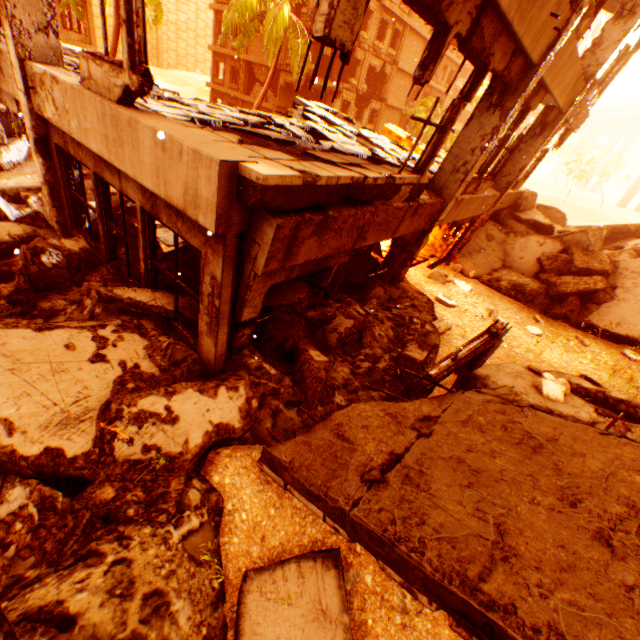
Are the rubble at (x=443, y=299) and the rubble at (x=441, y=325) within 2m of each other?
yes

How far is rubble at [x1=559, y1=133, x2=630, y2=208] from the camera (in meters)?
48.50

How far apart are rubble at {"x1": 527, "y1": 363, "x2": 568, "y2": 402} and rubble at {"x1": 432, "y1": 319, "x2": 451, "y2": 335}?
1.7 meters

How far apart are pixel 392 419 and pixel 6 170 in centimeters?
1137cm

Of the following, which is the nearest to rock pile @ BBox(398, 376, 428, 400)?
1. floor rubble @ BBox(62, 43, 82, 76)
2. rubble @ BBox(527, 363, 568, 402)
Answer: rubble @ BBox(527, 363, 568, 402)

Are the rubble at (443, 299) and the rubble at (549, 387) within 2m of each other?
no

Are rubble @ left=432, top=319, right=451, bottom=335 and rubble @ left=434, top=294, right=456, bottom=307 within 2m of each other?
yes

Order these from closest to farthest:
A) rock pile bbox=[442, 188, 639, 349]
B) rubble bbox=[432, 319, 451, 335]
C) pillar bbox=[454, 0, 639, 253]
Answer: rubble bbox=[432, 319, 451, 335]
pillar bbox=[454, 0, 639, 253]
rock pile bbox=[442, 188, 639, 349]
